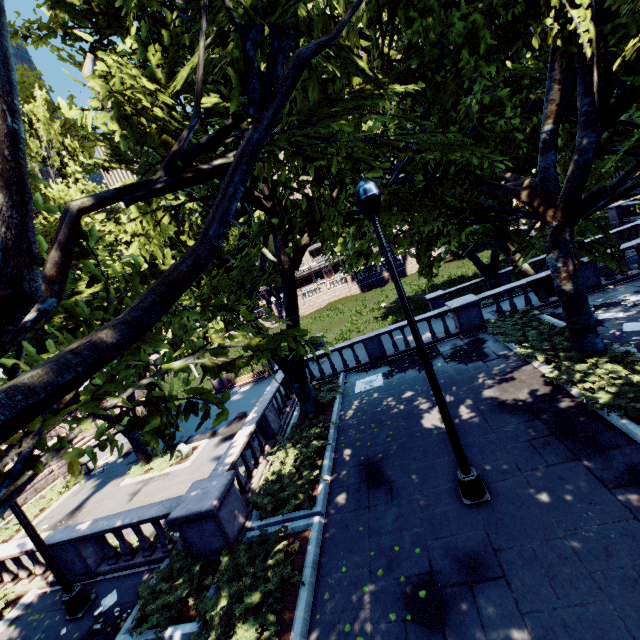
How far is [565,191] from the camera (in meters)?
9.09

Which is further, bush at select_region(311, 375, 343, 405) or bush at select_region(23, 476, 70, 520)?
bush at select_region(23, 476, 70, 520)

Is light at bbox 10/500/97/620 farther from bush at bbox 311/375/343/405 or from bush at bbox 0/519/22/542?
bush at bbox 311/375/343/405

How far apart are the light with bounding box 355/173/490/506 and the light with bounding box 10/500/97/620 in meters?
9.7

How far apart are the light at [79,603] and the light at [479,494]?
9.7 meters

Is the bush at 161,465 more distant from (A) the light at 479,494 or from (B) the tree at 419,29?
(A) the light at 479,494

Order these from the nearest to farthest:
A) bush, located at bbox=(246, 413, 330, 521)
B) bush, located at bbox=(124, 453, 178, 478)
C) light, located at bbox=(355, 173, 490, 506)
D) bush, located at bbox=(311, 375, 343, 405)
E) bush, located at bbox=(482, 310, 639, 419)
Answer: light, located at bbox=(355, 173, 490, 506)
bush, located at bbox=(482, 310, 639, 419)
bush, located at bbox=(246, 413, 330, 521)
bush, located at bbox=(311, 375, 343, 405)
bush, located at bbox=(124, 453, 178, 478)

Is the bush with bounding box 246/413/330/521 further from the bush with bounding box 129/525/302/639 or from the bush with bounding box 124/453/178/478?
the bush with bounding box 124/453/178/478
